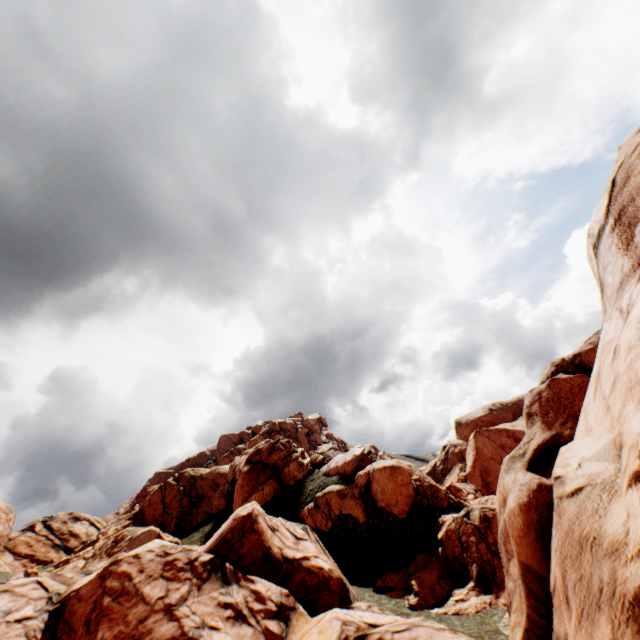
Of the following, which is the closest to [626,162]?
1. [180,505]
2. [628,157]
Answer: [628,157]
